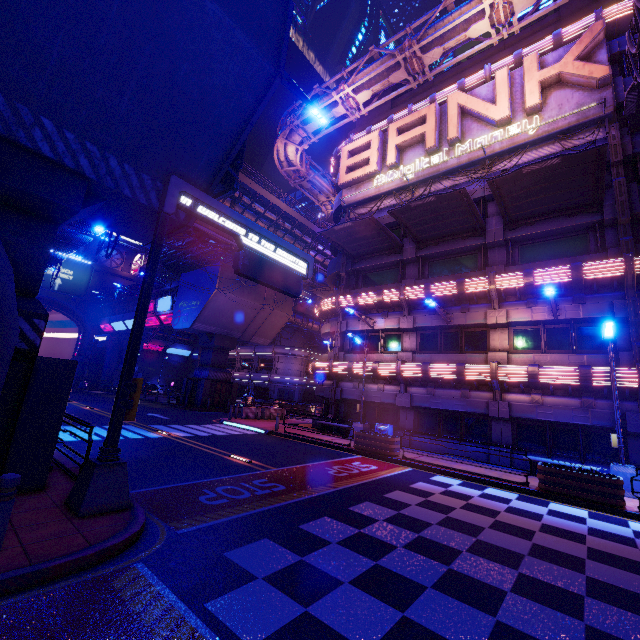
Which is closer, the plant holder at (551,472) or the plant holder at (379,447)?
the plant holder at (551,472)

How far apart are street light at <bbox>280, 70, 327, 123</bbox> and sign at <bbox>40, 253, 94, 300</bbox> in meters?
49.6

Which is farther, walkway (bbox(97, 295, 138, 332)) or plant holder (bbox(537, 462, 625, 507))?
walkway (bbox(97, 295, 138, 332))

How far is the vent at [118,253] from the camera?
52.4 meters

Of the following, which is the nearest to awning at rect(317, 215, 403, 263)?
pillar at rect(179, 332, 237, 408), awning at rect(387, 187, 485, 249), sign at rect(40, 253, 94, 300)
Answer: awning at rect(387, 187, 485, 249)

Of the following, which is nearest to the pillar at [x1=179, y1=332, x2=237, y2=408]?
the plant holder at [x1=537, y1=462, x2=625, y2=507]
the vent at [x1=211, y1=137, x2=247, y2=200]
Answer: the vent at [x1=211, y1=137, x2=247, y2=200]

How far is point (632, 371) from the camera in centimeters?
1259cm

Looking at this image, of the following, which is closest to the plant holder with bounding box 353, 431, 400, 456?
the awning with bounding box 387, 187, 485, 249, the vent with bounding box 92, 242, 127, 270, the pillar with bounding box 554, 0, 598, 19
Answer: the awning with bounding box 387, 187, 485, 249
